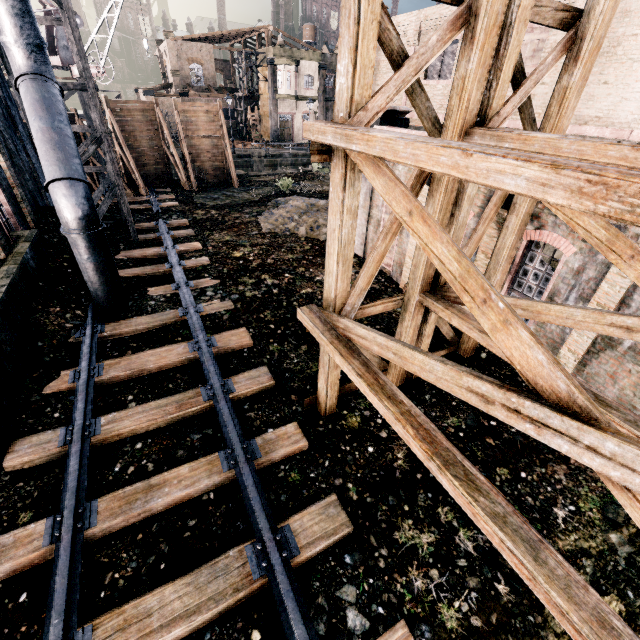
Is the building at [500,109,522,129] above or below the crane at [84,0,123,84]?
below

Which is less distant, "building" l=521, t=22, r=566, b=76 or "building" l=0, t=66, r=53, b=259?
"building" l=0, t=66, r=53, b=259

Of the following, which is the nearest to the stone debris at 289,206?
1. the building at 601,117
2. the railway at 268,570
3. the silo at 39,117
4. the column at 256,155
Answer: the building at 601,117

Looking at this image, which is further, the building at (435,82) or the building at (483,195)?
the building at (435,82)

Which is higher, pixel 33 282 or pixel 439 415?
pixel 33 282

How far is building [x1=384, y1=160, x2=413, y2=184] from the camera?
11.4 meters

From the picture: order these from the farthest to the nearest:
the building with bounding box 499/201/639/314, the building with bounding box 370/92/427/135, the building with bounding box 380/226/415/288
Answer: the building with bounding box 380/226/415/288, the building with bounding box 370/92/427/135, the building with bounding box 499/201/639/314

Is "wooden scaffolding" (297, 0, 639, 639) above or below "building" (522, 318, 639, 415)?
above
